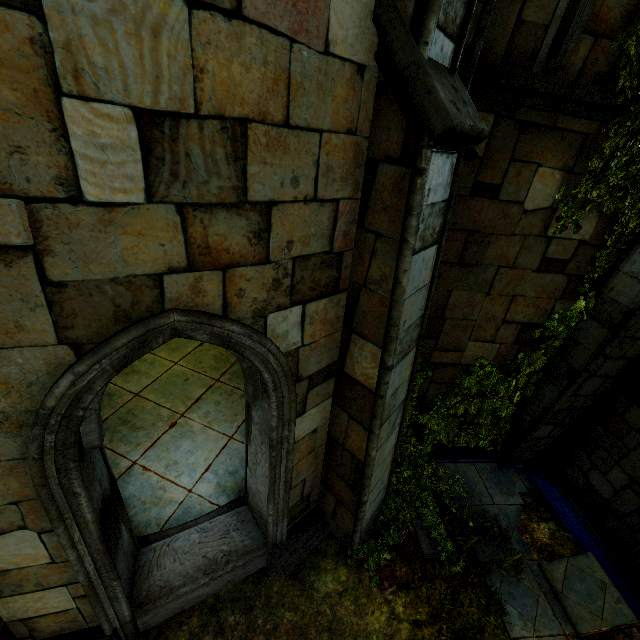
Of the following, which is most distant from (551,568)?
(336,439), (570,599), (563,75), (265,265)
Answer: (563,75)

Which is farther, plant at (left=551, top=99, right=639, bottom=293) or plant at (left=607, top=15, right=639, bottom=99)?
plant at (left=551, top=99, right=639, bottom=293)

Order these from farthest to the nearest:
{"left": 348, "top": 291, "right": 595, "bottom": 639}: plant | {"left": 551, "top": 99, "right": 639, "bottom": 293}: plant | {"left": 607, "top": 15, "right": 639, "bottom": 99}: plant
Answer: {"left": 348, "top": 291, "right": 595, "bottom": 639}: plant, {"left": 551, "top": 99, "right": 639, "bottom": 293}: plant, {"left": 607, "top": 15, "right": 639, "bottom": 99}: plant

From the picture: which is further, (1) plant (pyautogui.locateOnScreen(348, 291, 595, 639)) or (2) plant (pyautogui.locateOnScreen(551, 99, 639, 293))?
(1) plant (pyautogui.locateOnScreen(348, 291, 595, 639))

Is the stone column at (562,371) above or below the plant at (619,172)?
below

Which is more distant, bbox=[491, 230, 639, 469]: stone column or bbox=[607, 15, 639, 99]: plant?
bbox=[491, 230, 639, 469]: stone column

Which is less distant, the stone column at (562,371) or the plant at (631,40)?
the plant at (631,40)
